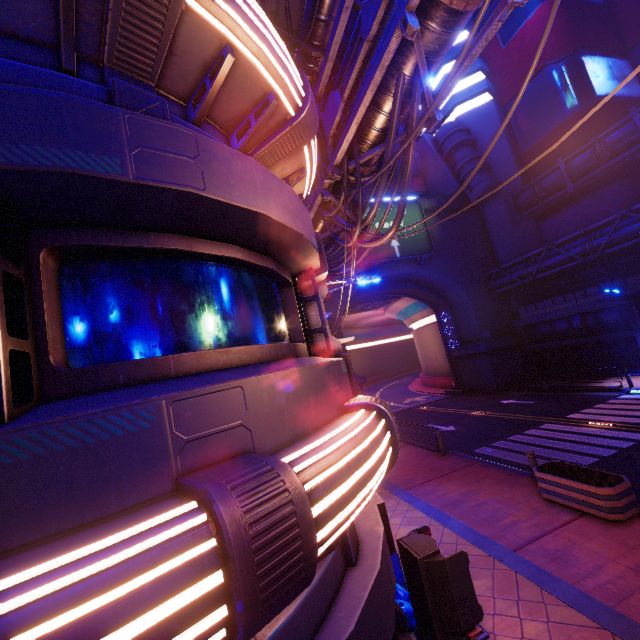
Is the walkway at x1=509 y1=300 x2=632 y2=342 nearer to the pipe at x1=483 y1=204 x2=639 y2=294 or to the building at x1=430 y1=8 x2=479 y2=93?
the pipe at x1=483 y1=204 x2=639 y2=294

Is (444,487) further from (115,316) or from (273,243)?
(115,316)

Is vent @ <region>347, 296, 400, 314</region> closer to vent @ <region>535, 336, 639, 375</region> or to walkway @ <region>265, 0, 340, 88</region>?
walkway @ <region>265, 0, 340, 88</region>

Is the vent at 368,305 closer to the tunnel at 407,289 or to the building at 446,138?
the tunnel at 407,289

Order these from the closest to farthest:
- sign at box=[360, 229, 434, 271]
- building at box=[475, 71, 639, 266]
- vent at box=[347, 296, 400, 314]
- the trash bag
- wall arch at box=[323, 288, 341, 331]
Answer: the trash bag
building at box=[475, 71, 639, 266]
wall arch at box=[323, 288, 341, 331]
sign at box=[360, 229, 434, 271]
vent at box=[347, 296, 400, 314]

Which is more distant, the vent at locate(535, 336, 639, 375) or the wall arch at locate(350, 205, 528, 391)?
the wall arch at locate(350, 205, 528, 391)

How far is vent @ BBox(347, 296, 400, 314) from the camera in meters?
33.3

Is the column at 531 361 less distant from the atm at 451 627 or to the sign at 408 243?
the sign at 408 243
